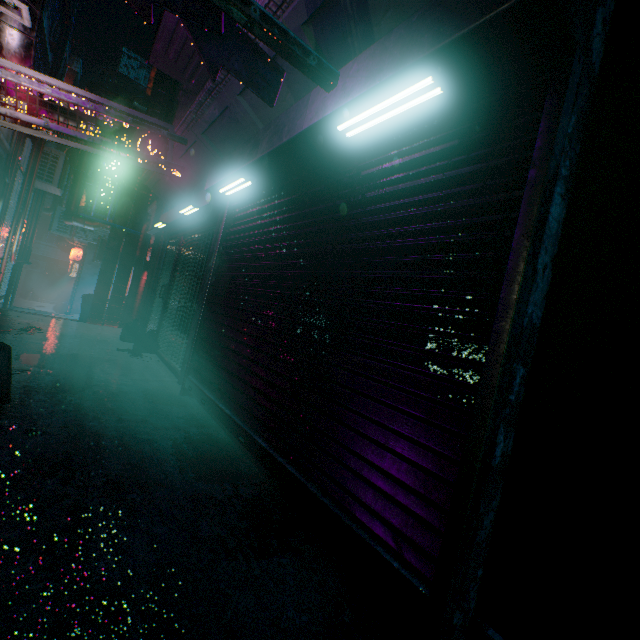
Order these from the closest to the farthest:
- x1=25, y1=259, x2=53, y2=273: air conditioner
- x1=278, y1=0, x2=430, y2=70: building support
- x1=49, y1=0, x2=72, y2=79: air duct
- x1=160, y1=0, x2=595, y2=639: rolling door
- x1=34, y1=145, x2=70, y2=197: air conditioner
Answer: x1=160, y1=0, x2=595, y2=639: rolling door
x1=278, y1=0, x2=430, y2=70: building support
x1=34, y1=145, x2=70, y2=197: air conditioner
x1=49, y1=0, x2=72, y2=79: air duct
x1=25, y1=259, x2=53, y2=273: air conditioner

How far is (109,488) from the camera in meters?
1.9 m

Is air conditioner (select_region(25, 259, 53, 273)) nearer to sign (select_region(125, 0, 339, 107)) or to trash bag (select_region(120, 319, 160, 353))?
sign (select_region(125, 0, 339, 107))

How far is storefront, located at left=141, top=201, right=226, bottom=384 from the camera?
4.5 meters

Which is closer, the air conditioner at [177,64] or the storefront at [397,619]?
the storefront at [397,619]

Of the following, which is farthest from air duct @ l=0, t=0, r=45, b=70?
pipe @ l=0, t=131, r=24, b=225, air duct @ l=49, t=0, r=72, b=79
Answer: air duct @ l=49, t=0, r=72, b=79

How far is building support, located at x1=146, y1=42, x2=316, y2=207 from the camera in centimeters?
285cm

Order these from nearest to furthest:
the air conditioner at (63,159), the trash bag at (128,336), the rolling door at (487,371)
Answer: the rolling door at (487,371) → the trash bag at (128,336) → the air conditioner at (63,159)
